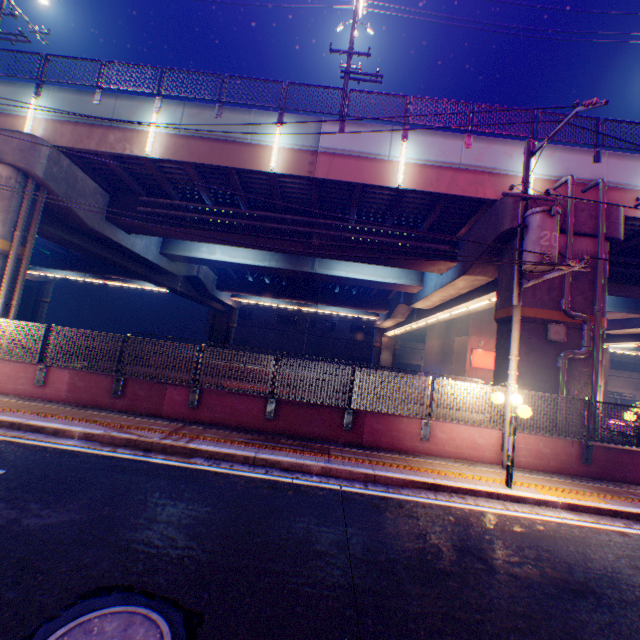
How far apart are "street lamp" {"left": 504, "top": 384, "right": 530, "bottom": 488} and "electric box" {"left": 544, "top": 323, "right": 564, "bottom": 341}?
4.1 meters

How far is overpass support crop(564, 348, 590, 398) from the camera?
10.91m

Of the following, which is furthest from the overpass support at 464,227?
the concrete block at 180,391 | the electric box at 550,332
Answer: the concrete block at 180,391

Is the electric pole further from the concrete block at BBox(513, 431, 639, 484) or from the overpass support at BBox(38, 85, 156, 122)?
the overpass support at BBox(38, 85, 156, 122)

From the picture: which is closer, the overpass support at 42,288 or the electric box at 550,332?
the electric box at 550,332

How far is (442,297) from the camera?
19.64m

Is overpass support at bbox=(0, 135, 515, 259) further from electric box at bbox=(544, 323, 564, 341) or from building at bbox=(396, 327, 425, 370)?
building at bbox=(396, 327, 425, 370)
